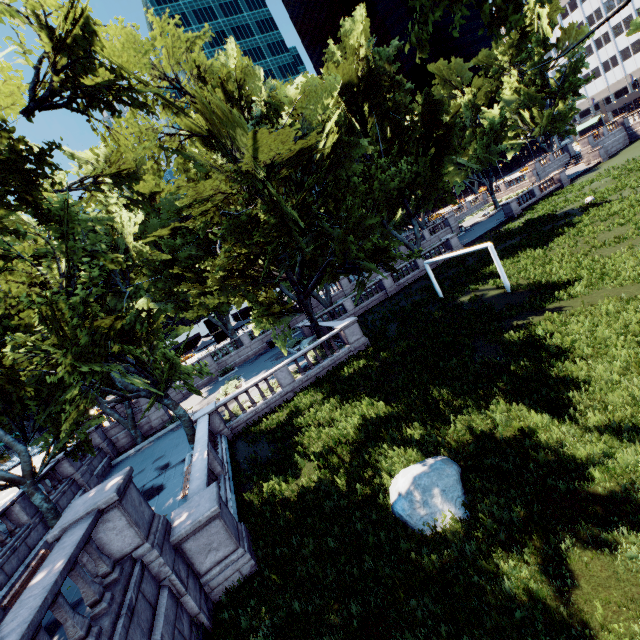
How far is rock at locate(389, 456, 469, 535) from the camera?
7.4 meters

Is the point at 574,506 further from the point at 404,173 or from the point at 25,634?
the point at 404,173

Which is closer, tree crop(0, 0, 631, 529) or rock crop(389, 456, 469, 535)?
rock crop(389, 456, 469, 535)

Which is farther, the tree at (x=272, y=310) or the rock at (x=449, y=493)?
the tree at (x=272, y=310)

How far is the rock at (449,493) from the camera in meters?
7.4

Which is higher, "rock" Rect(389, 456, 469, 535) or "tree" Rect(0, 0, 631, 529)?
"tree" Rect(0, 0, 631, 529)
